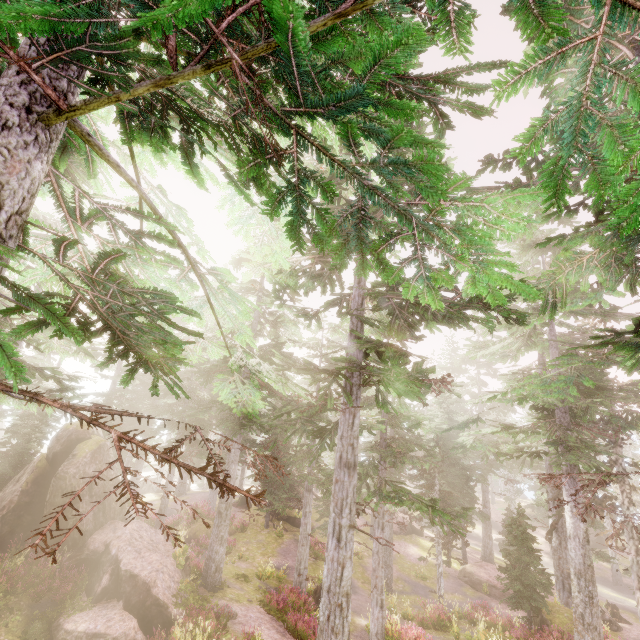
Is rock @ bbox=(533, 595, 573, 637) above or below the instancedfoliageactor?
below

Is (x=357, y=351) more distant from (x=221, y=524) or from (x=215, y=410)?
(x=215, y=410)

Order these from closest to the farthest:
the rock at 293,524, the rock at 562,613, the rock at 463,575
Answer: the rock at 562,613 < the rock at 463,575 < the rock at 293,524

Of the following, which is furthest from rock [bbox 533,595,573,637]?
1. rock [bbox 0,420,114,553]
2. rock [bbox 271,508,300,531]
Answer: rock [bbox 271,508,300,531]

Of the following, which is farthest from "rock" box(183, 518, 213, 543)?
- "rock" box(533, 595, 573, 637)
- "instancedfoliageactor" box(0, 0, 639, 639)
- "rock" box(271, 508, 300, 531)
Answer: "rock" box(533, 595, 573, 637)

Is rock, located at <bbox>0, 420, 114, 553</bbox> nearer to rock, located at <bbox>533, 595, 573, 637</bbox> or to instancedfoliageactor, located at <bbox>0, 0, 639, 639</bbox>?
instancedfoliageactor, located at <bbox>0, 0, 639, 639</bbox>

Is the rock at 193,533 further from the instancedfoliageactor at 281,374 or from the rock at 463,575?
the rock at 463,575

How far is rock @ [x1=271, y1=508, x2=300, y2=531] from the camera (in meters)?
27.94
